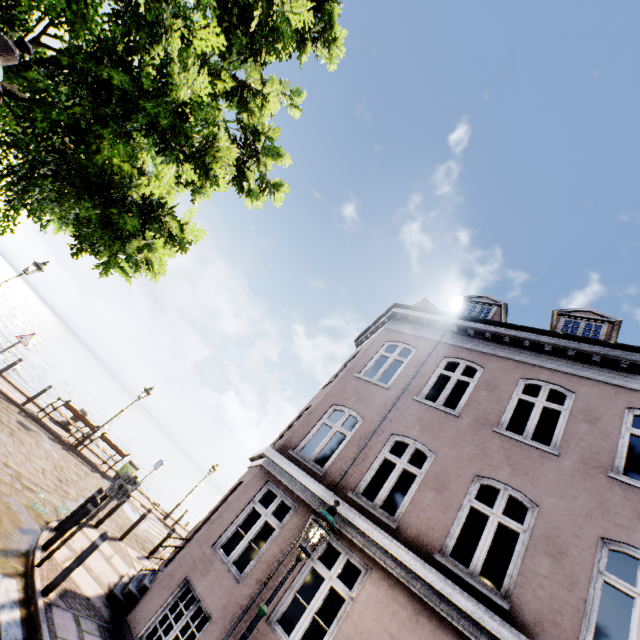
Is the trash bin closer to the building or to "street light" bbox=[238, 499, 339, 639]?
the building

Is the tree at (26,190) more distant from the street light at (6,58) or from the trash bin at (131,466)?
the trash bin at (131,466)

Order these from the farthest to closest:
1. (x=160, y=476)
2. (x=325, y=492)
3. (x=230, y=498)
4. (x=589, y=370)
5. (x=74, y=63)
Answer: (x=160, y=476)
(x=230, y=498)
(x=589, y=370)
(x=325, y=492)
(x=74, y=63)

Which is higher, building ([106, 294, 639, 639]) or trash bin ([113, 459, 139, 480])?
building ([106, 294, 639, 639])

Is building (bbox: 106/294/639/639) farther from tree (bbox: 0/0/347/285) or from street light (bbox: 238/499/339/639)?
tree (bbox: 0/0/347/285)

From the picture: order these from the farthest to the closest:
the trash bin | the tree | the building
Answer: the trash bin, the building, the tree

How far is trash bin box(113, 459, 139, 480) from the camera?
15.6m

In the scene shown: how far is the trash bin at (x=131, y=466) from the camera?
15.6 meters
